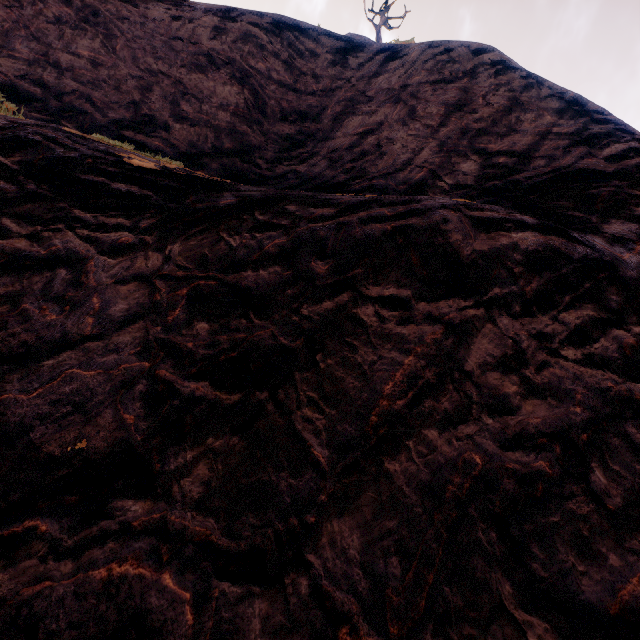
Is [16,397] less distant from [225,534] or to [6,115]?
[225,534]
